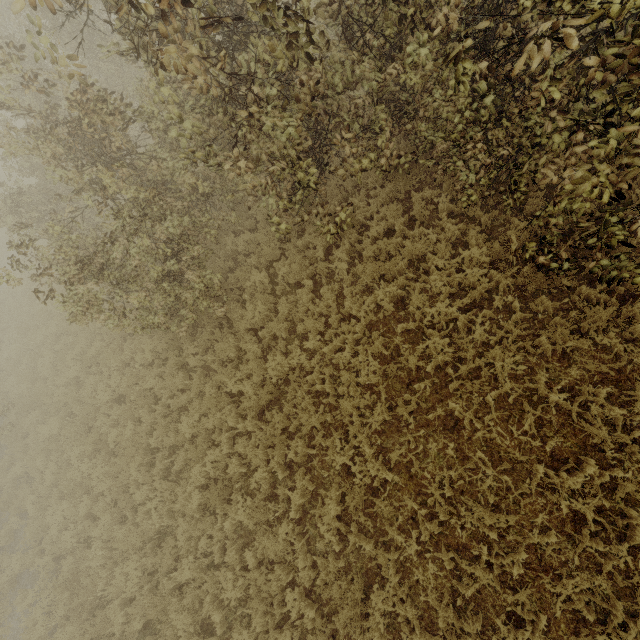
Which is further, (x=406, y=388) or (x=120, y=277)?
(x=120, y=277)
